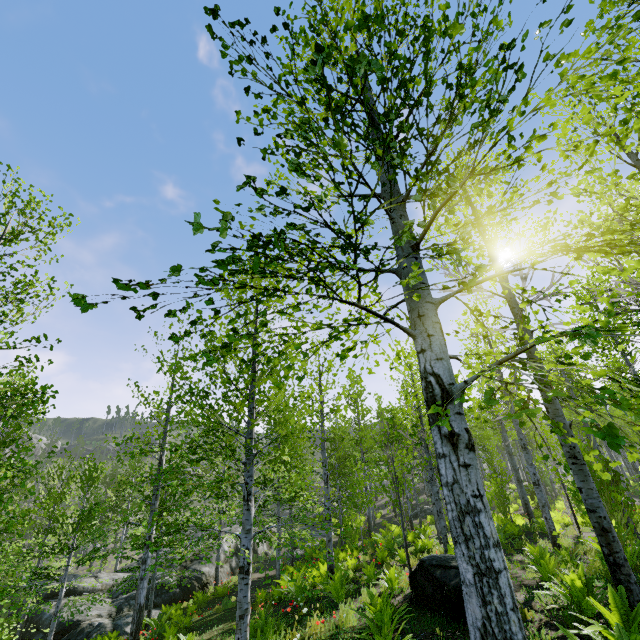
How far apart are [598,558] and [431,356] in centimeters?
810cm

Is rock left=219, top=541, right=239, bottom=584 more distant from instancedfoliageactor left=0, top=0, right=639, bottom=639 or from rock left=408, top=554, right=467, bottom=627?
rock left=408, top=554, right=467, bottom=627

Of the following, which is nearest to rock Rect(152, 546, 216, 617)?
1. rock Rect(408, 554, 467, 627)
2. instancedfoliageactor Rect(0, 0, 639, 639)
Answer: instancedfoliageactor Rect(0, 0, 639, 639)

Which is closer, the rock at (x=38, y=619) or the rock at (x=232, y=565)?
the rock at (x=38, y=619)

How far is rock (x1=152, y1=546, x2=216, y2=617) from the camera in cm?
1748

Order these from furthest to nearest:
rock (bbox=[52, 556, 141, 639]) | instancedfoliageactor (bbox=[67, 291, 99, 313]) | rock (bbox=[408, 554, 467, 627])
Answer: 1. rock (bbox=[52, 556, 141, 639])
2. rock (bbox=[408, 554, 467, 627])
3. instancedfoliageactor (bbox=[67, 291, 99, 313])

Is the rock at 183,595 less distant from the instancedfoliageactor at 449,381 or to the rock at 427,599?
the instancedfoliageactor at 449,381
